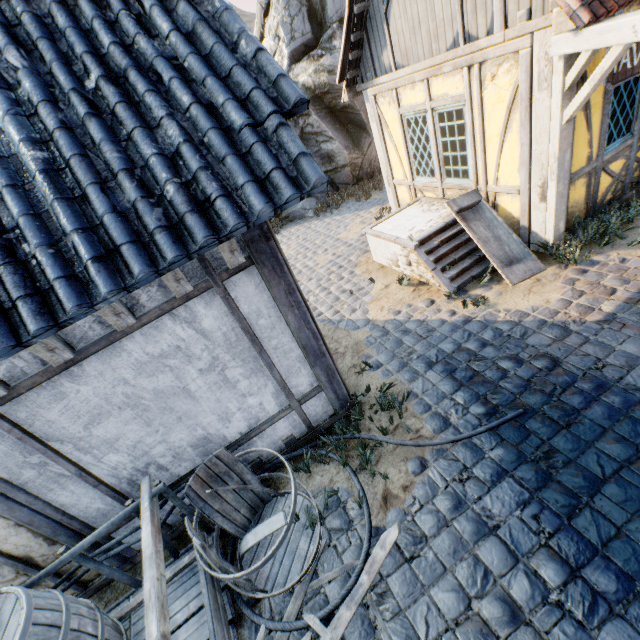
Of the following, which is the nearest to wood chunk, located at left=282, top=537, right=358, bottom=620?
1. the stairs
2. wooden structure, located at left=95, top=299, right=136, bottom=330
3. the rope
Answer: the rope

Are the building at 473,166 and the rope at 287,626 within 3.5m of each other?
no

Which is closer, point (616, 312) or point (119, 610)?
point (119, 610)

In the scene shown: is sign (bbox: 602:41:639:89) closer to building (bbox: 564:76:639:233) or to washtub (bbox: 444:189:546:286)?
building (bbox: 564:76:639:233)

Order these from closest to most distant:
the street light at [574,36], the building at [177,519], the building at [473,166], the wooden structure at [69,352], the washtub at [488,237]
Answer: the wooden structure at [69,352]
the street light at [574,36]
the building at [177,519]
the building at [473,166]
the washtub at [488,237]

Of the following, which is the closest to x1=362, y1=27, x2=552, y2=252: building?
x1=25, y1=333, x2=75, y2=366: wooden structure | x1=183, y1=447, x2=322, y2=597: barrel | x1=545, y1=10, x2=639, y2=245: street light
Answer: x1=545, y1=10, x2=639, y2=245: street light

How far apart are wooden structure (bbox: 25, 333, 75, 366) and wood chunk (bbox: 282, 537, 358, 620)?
2.8m

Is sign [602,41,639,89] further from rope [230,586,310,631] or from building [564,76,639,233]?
rope [230,586,310,631]
